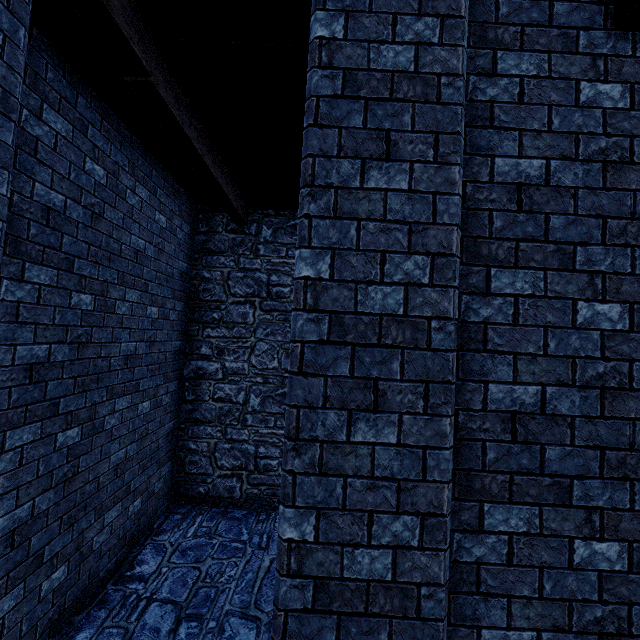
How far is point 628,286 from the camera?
2.1 meters
